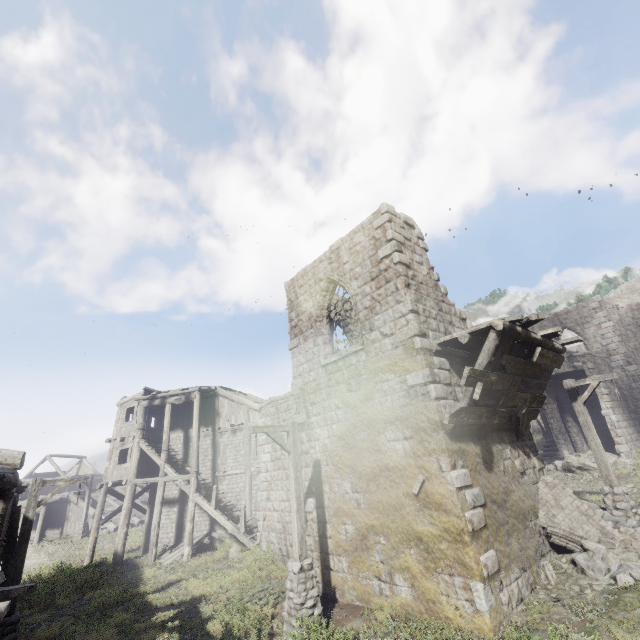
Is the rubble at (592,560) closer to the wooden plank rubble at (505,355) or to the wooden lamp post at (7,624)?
the wooden plank rubble at (505,355)

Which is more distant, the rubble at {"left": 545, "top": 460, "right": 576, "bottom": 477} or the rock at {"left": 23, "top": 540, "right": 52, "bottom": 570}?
the rock at {"left": 23, "top": 540, "right": 52, "bottom": 570}

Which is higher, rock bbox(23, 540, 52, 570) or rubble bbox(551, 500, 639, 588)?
rubble bbox(551, 500, 639, 588)

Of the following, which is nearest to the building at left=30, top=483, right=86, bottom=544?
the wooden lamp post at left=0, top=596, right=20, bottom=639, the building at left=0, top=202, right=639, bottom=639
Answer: the building at left=0, top=202, right=639, bottom=639

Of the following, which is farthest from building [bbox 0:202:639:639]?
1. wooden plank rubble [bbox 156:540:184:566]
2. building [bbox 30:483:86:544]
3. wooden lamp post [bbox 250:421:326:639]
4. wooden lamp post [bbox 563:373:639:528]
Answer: building [bbox 30:483:86:544]

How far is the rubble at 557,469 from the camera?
18.3m

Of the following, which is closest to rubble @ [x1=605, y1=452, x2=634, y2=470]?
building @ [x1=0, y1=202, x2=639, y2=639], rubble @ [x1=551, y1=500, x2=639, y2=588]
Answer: building @ [x1=0, y1=202, x2=639, y2=639]

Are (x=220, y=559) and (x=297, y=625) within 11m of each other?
no
